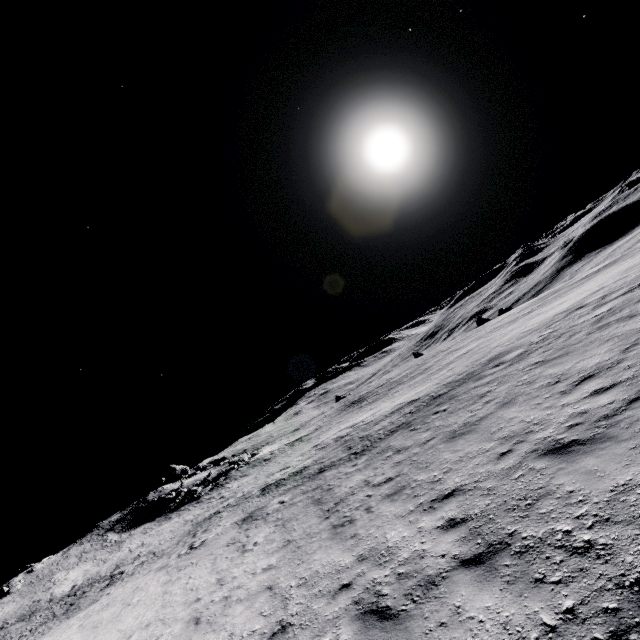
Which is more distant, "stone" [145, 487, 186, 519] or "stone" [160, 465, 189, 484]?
"stone" [160, 465, 189, 484]

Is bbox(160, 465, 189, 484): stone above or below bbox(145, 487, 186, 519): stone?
above

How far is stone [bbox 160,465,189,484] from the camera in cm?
4930

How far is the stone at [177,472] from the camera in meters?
49.3 m

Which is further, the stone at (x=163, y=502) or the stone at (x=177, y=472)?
the stone at (x=177, y=472)

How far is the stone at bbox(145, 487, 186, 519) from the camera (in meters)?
36.88

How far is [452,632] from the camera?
3.69m
